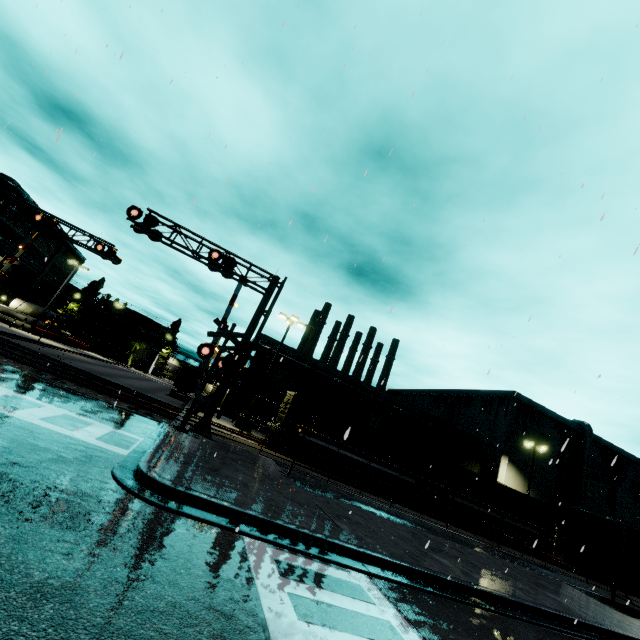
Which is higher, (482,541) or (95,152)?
(95,152)

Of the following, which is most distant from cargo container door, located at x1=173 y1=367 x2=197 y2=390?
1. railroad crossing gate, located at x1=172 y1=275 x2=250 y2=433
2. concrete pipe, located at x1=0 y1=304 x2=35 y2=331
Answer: concrete pipe, located at x1=0 y1=304 x2=35 y2=331

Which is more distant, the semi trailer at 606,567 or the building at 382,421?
the building at 382,421

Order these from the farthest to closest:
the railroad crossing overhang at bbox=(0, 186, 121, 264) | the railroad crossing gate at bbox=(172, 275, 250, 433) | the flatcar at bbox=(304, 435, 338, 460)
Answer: the flatcar at bbox=(304, 435, 338, 460), the railroad crossing overhang at bbox=(0, 186, 121, 264), the railroad crossing gate at bbox=(172, 275, 250, 433)

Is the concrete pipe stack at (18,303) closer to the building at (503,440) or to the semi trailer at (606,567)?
the building at (503,440)

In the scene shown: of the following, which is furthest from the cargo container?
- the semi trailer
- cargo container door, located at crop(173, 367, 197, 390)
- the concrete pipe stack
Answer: the concrete pipe stack

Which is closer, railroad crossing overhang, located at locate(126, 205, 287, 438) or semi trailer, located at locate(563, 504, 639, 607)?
semi trailer, located at locate(563, 504, 639, 607)

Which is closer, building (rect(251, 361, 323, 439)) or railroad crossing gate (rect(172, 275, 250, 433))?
railroad crossing gate (rect(172, 275, 250, 433))
